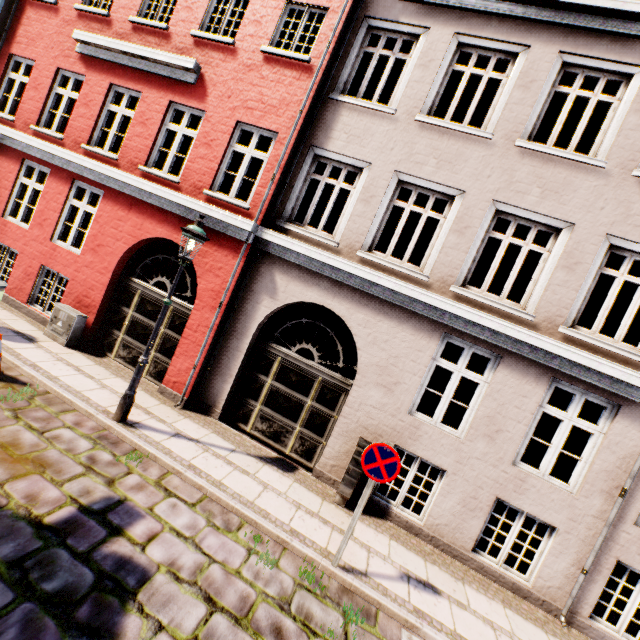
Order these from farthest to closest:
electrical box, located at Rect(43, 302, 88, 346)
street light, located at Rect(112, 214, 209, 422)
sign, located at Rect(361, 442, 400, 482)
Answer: electrical box, located at Rect(43, 302, 88, 346) → street light, located at Rect(112, 214, 209, 422) → sign, located at Rect(361, 442, 400, 482)

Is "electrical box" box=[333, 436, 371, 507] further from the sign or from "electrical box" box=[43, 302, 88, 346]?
"electrical box" box=[43, 302, 88, 346]

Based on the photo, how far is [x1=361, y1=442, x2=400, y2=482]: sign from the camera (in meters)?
4.43

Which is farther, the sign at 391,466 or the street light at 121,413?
the street light at 121,413

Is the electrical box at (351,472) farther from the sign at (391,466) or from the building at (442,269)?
the sign at (391,466)

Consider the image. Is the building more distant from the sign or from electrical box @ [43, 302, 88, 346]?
the sign

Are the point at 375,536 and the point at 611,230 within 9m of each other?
yes

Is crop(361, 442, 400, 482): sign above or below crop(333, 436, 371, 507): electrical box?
above
